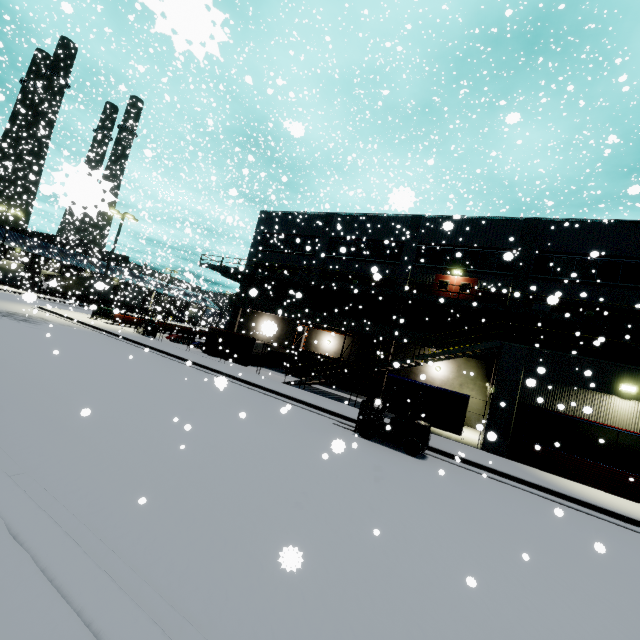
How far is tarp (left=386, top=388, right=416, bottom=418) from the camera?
15.9m

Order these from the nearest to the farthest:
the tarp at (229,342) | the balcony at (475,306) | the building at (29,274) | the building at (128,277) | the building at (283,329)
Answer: the building at (283,329) < the balcony at (475,306) < the tarp at (229,342) < the building at (128,277) < the building at (29,274)

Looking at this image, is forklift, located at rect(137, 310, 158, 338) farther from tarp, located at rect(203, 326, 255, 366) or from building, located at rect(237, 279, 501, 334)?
tarp, located at rect(203, 326, 255, 366)

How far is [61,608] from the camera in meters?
2.7 m

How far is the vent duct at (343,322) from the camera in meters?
23.4 m

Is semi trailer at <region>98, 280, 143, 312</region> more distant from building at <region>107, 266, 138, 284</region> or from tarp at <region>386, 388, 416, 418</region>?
tarp at <region>386, 388, 416, 418</region>

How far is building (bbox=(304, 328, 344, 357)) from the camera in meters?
27.2 m

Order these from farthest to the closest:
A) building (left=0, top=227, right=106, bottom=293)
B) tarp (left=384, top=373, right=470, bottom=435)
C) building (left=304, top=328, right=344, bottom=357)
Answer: building (left=0, top=227, right=106, bottom=293) → building (left=304, top=328, right=344, bottom=357) → tarp (left=384, top=373, right=470, bottom=435)
